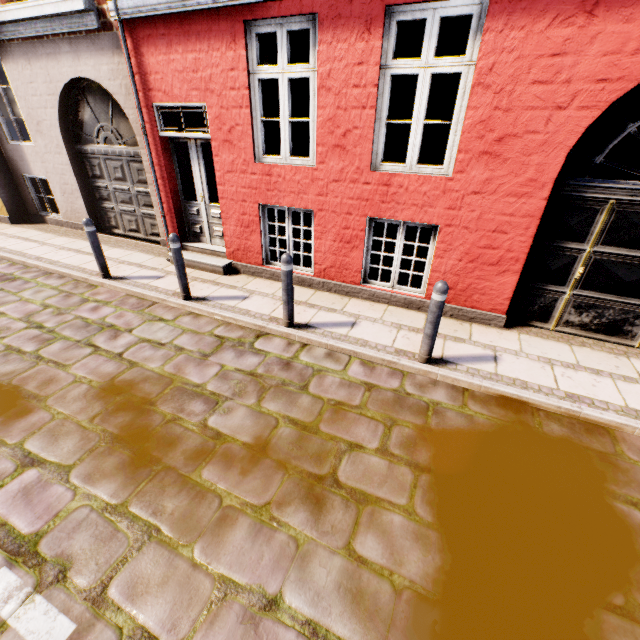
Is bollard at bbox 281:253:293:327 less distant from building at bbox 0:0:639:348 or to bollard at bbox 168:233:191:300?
building at bbox 0:0:639:348

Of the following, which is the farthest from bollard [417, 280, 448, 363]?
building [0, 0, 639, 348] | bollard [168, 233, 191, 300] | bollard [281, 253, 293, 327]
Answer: bollard [168, 233, 191, 300]

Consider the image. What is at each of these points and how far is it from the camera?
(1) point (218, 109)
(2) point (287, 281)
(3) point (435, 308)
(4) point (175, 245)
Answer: (1) building, 5.2m
(2) bollard, 4.4m
(3) bollard, 3.7m
(4) bollard, 5.0m

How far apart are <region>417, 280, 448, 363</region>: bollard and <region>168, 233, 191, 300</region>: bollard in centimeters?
384cm

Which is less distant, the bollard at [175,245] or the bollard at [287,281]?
the bollard at [287,281]

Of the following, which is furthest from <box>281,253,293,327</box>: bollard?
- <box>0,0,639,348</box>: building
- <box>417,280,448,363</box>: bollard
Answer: <box>417,280,448,363</box>: bollard

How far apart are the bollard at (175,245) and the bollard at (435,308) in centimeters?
384cm

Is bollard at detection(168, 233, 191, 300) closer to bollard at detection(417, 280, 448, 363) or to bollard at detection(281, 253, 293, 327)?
bollard at detection(281, 253, 293, 327)
